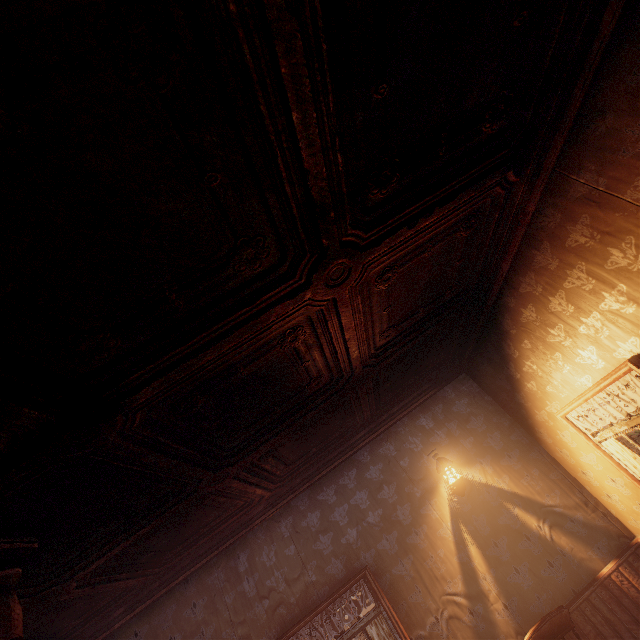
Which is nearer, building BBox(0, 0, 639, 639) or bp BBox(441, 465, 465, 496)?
building BBox(0, 0, 639, 639)

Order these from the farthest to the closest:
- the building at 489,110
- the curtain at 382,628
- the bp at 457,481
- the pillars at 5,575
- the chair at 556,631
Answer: the bp at 457,481 < the curtain at 382,628 < the chair at 556,631 < the pillars at 5,575 < the building at 489,110

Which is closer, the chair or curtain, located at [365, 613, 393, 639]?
the chair

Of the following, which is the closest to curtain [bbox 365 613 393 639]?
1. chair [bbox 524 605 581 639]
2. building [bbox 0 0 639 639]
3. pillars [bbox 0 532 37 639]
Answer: building [bbox 0 0 639 639]

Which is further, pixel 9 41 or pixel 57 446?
pixel 57 446

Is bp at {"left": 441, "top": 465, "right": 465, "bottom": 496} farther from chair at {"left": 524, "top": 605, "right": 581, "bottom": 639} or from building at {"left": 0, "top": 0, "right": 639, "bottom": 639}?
chair at {"left": 524, "top": 605, "right": 581, "bottom": 639}

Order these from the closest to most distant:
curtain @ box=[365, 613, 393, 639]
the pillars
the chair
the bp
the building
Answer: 1. the building
2. the pillars
3. the chair
4. curtain @ box=[365, 613, 393, 639]
5. the bp

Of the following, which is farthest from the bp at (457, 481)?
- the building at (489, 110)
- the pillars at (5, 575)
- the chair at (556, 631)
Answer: the pillars at (5, 575)
